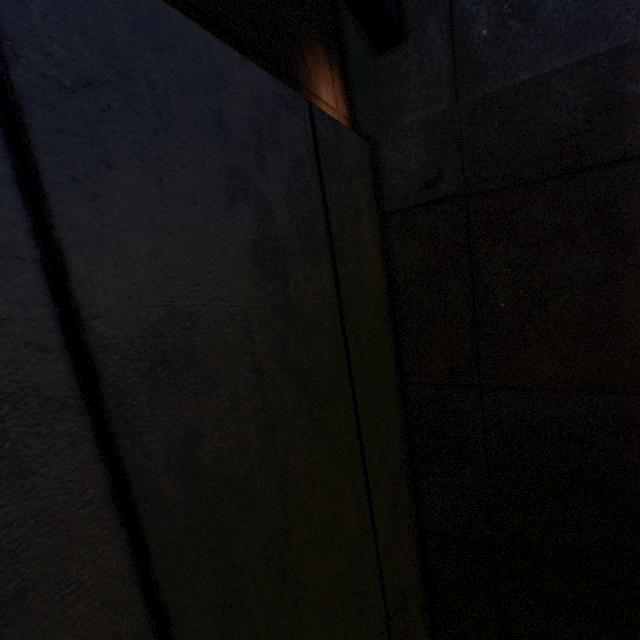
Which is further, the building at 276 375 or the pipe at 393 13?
the pipe at 393 13

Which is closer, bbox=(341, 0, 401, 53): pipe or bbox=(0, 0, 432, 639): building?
bbox=(0, 0, 432, 639): building

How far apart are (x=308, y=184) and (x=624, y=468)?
1.9m

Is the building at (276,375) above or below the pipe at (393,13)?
below

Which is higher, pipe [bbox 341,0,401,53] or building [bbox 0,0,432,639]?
pipe [bbox 341,0,401,53]
